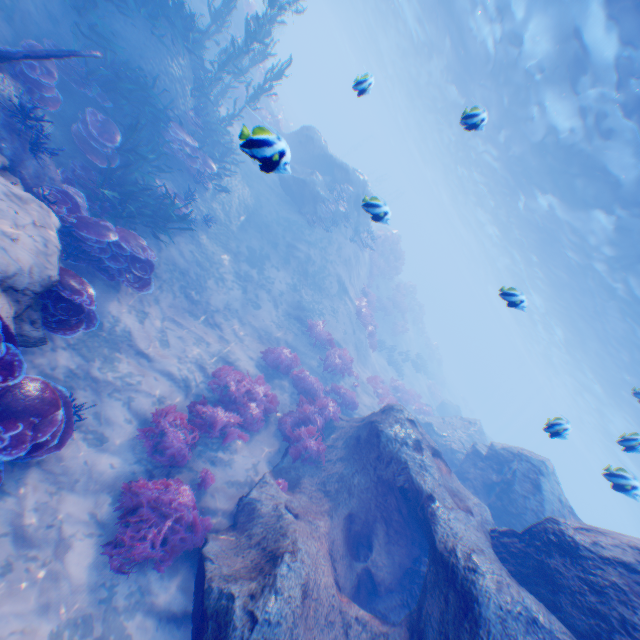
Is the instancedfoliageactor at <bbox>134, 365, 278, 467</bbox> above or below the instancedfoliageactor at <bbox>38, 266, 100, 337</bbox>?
below

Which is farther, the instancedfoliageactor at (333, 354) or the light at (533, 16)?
the instancedfoliageactor at (333, 354)

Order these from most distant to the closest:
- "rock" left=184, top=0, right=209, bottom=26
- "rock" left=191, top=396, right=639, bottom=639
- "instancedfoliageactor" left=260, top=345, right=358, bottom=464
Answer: "rock" left=184, top=0, right=209, bottom=26 → "instancedfoliageactor" left=260, top=345, right=358, bottom=464 → "rock" left=191, top=396, right=639, bottom=639

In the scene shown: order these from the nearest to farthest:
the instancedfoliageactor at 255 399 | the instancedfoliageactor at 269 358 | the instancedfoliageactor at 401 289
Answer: the instancedfoliageactor at 255 399 < the instancedfoliageactor at 269 358 < the instancedfoliageactor at 401 289

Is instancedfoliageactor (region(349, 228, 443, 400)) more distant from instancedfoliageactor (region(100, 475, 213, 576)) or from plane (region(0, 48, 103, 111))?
plane (region(0, 48, 103, 111))

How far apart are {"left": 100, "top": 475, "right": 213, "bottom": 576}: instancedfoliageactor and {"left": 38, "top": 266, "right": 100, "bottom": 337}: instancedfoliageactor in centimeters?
311cm

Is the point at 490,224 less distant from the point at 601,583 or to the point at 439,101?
the point at 439,101

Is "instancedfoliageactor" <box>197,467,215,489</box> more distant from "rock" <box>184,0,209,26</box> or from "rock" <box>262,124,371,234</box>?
"rock" <box>184,0,209,26</box>
